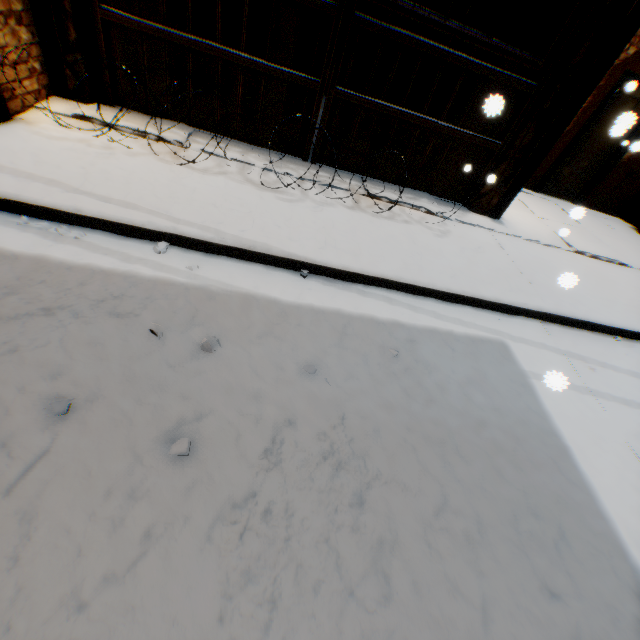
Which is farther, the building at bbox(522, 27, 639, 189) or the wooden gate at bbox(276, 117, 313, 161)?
the building at bbox(522, 27, 639, 189)

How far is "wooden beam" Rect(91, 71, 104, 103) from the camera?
4.2 meters

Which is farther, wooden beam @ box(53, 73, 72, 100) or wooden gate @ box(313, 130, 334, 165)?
wooden gate @ box(313, 130, 334, 165)

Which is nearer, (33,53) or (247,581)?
(247,581)

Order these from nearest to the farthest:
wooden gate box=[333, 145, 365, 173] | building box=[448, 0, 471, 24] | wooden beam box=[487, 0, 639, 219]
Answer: wooden beam box=[487, 0, 639, 219], wooden gate box=[333, 145, 365, 173], building box=[448, 0, 471, 24]

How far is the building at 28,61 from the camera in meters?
3.7

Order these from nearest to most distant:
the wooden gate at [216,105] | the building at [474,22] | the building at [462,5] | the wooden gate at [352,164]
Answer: the wooden gate at [216,105]
the wooden gate at [352,164]
the building at [474,22]
the building at [462,5]

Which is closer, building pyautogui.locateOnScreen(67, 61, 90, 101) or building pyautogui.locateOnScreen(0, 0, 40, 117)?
building pyautogui.locateOnScreen(0, 0, 40, 117)
